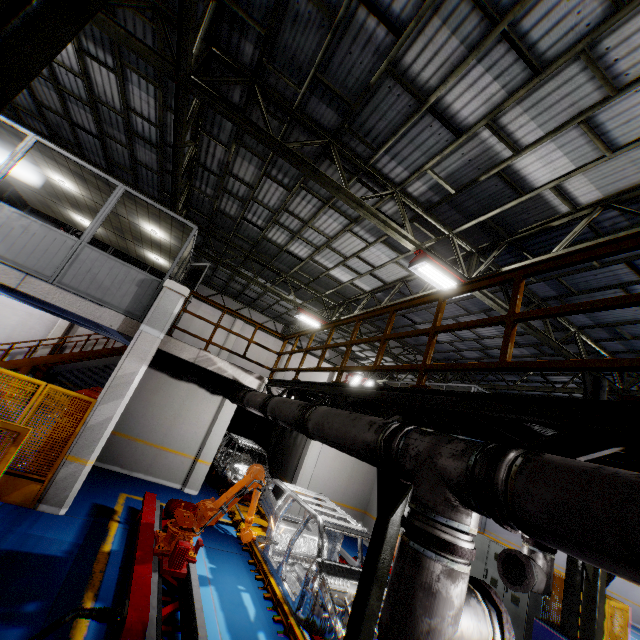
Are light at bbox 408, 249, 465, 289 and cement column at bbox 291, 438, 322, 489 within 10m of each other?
yes

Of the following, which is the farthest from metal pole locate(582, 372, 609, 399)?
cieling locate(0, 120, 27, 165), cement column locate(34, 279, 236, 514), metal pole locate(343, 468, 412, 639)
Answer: cieling locate(0, 120, 27, 165)

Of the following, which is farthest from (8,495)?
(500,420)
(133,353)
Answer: (500,420)

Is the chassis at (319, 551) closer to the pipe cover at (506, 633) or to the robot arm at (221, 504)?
the robot arm at (221, 504)

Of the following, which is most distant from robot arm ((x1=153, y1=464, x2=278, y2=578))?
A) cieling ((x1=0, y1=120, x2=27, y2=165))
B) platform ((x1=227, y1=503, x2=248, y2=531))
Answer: cieling ((x1=0, y1=120, x2=27, y2=165))

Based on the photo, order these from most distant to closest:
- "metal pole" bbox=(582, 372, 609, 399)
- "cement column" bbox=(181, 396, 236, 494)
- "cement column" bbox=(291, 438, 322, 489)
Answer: "cement column" bbox=(291, 438, 322, 489), "cement column" bbox=(181, 396, 236, 494), "metal pole" bbox=(582, 372, 609, 399)

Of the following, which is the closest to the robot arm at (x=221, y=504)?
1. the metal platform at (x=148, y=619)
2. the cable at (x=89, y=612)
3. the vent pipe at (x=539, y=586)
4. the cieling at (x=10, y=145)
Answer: the metal platform at (x=148, y=619)

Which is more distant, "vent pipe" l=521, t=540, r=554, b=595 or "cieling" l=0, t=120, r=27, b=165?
"cieling" l=0, t=120, r=27, b=165
